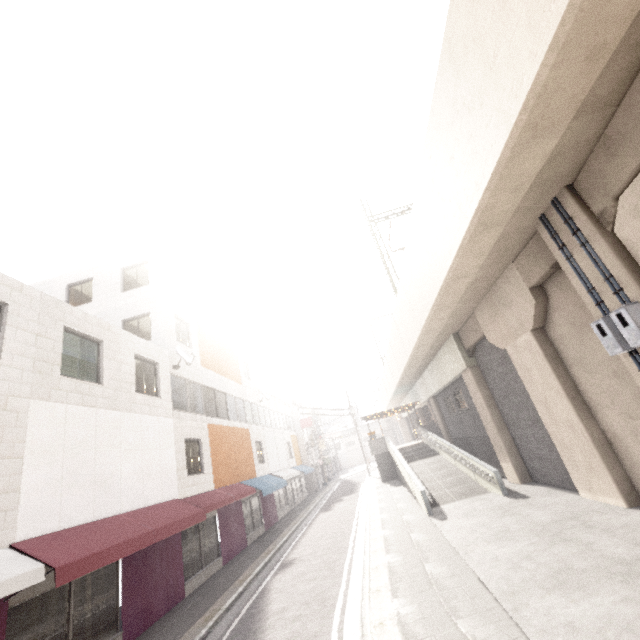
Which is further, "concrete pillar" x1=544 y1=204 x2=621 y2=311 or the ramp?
the ramp

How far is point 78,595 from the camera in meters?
7.5 m

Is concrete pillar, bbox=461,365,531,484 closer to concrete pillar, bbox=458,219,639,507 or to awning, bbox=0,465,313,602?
concrete pillar, bbox=458,219,639,507

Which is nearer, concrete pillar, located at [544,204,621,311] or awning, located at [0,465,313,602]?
awning, located at [0,465,313,602]

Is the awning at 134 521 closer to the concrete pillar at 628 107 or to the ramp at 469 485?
the ramp at 469 485

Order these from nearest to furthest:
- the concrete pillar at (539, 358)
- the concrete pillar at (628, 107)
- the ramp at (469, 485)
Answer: the concrete pillar at (628, 107) → the concrete pillar at (539, 358) → the ramp at (469, 485)

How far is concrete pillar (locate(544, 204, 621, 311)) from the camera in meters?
6.6 m

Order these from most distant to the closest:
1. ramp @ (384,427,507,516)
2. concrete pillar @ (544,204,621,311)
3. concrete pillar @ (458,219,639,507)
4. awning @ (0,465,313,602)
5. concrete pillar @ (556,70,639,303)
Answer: ramp @ (384,427,507,516), concrete pillar @ (458,219,639,507), concrete pillar @ (544,204,621,311), awning @ (0,465,313,602), concrete pillar @ (556,70,639,303)
